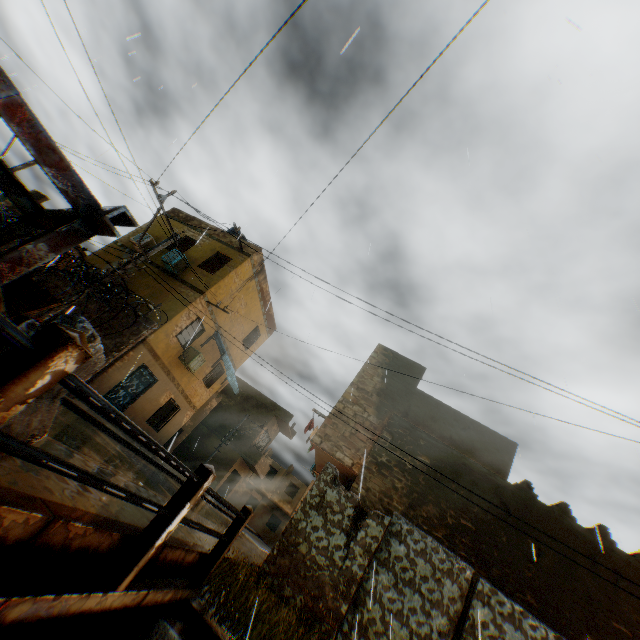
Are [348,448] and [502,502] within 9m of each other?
yes

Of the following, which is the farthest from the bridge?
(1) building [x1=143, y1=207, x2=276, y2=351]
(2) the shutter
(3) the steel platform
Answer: (2) the shutter

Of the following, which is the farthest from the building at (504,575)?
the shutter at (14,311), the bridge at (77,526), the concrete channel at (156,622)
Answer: the shutter at (14,311)

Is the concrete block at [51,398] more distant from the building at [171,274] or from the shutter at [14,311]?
the building at [171,274]

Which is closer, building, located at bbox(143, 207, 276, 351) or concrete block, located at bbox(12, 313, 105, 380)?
concrete block, located at bbox(12, 313, 105, 380)

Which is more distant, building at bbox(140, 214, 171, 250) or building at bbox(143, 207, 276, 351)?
building at bbox(140, 214, 171, 250)

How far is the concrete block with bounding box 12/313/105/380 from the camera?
2.2 meters

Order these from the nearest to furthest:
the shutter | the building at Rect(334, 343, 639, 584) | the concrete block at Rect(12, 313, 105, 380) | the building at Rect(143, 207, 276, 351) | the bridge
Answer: the bridge, the concrete block at Rect(12, 313, 105, 380), the shutter, the building at Rect(334, 343, 639, 584), the building at Rect(143, 207, 276, 351)
